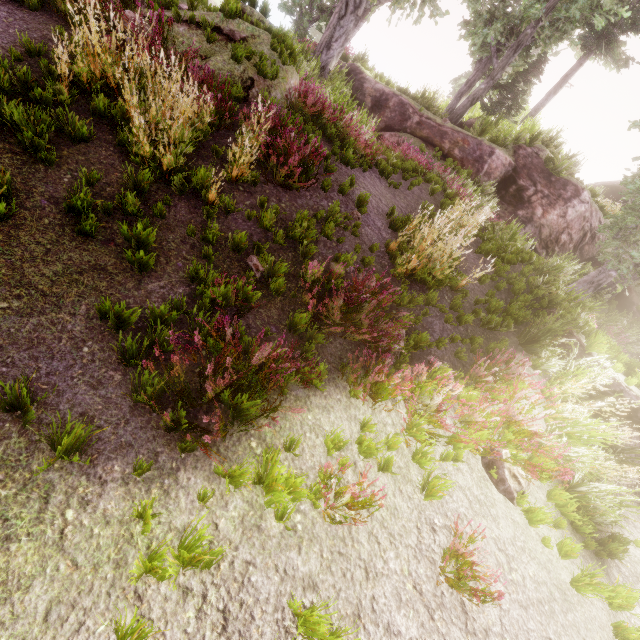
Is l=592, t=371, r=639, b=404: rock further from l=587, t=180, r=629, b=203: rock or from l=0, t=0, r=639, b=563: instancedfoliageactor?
l=587, t=180, r=629, b=203: rock

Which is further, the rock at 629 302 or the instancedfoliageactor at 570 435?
the rock at 629 302

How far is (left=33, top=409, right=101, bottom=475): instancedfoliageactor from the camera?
2.3m

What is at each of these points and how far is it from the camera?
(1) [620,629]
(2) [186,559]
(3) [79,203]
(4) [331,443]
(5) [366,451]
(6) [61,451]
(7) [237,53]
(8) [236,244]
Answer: (1) instancedfoliageactor, 4.4 meters
(2) instancedfoliageactor, 2.3 meters
(3) instancedfoliageactor, 3.7 meters
(4) instancedfoliageactor, 3.7 meters
(5) instancedfoliageactor, 3.9 meters
(6) instancedfoliageactor, 2.4 meters
(7) instancedfoliageactor, 6.8 meters
(8) instancedfoliageactor, 4.7 meters

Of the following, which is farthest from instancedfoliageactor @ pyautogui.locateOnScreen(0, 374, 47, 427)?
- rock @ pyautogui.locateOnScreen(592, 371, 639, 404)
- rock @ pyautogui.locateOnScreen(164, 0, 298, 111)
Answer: rock @ pyautogui.locateOnScreen(592, 371, 639, 404)

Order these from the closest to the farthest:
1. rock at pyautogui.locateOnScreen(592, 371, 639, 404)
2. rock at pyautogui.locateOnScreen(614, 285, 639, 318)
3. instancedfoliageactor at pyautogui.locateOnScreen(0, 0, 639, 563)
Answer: instancedfoliageactor at pyautogui.locateOnScreen(0, 0, 639, 563)
rock at pyautogui.locateOnScreen(592, 371, 639, 404)
rock at pyautogui.locateOnScreen(614, 285, 639, 318)
